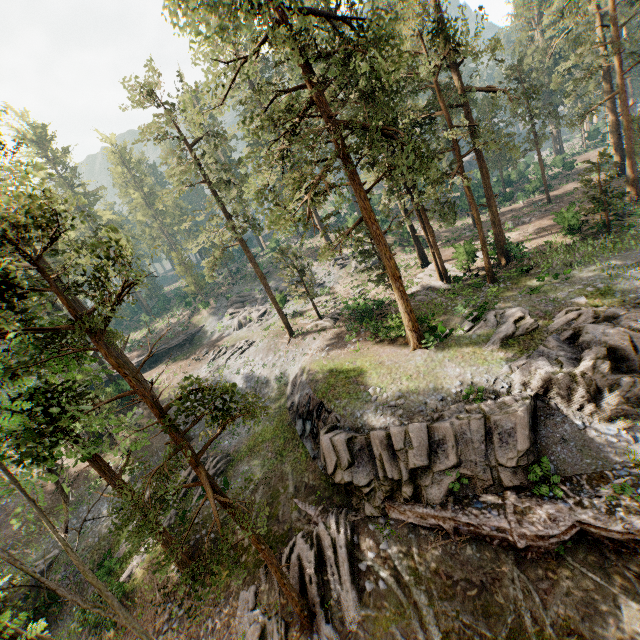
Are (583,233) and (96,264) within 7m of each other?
no

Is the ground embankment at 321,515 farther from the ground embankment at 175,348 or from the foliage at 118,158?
the ground embankment at 175,348

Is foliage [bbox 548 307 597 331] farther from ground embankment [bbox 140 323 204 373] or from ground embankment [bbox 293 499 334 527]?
ground embankment [bbox 140 323 204 373]

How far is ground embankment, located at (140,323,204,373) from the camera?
44.8m

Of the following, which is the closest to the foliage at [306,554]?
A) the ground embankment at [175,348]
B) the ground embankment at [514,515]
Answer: the ground embankment at [514,515]

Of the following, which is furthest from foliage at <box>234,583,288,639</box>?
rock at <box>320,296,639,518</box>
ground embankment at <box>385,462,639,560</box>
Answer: ground embankment at <box>385,462,639,560</box>

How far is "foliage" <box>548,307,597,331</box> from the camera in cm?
1705
